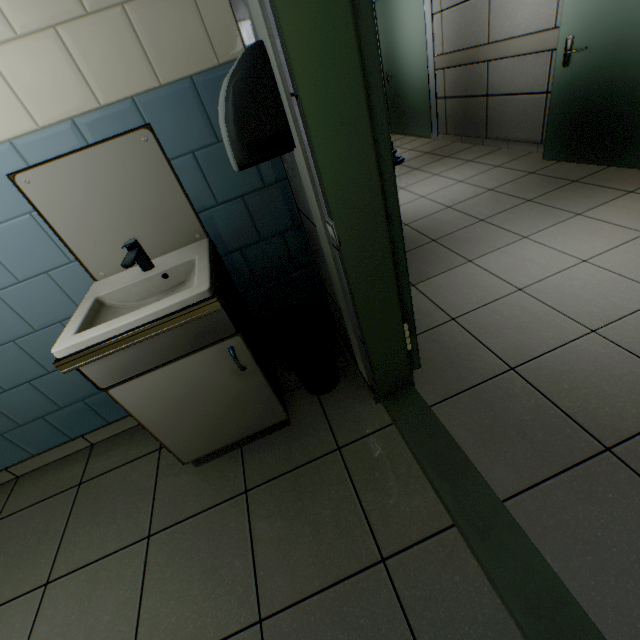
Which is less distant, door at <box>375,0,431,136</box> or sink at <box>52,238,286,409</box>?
sink at <box>52,238,286,409</box>

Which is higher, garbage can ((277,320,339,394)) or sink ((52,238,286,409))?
sink ((52,238,286,409))

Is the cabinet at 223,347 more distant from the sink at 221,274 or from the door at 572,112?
the door at 572,112

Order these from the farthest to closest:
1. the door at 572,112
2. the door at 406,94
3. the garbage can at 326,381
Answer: the door at 406,94
the door at 572,112
the garbage can at 326,381

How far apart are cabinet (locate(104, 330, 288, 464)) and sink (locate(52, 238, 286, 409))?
0.02m

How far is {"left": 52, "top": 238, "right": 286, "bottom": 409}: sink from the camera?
1.15m

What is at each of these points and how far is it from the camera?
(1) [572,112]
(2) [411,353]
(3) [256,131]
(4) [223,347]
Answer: (1) door, 3.07m
(2) door, 1.74m
(3) hand dryer, 1.03m
(4) cabinet, 1.36m

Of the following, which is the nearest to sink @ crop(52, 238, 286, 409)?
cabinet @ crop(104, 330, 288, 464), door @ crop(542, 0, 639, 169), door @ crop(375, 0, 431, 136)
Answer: cabinet @ crop(104, 330, 288, 464)
